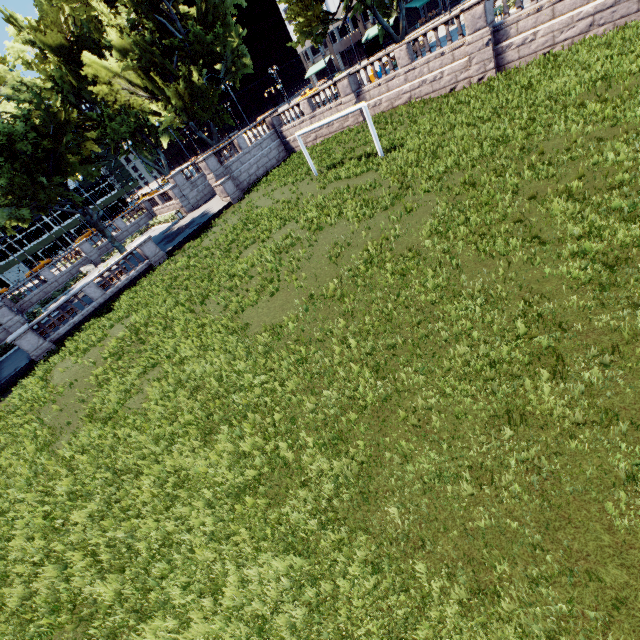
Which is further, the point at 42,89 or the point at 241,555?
the point at 42,89

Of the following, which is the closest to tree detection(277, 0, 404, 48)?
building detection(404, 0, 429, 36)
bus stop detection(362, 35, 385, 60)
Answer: building detection(404, 0, 429, 36)

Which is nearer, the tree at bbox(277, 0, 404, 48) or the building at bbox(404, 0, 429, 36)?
the tree at bbox(277, 0, 404, 48)

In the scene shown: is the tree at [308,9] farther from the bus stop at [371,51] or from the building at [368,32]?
the bus stop at [371,51]

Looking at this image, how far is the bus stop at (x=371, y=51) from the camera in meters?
54.4

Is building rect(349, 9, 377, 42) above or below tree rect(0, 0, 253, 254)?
below

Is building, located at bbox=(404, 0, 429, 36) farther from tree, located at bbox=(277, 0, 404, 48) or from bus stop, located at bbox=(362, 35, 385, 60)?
bus stop, located at bbox=(362, 35, 385, 60)
